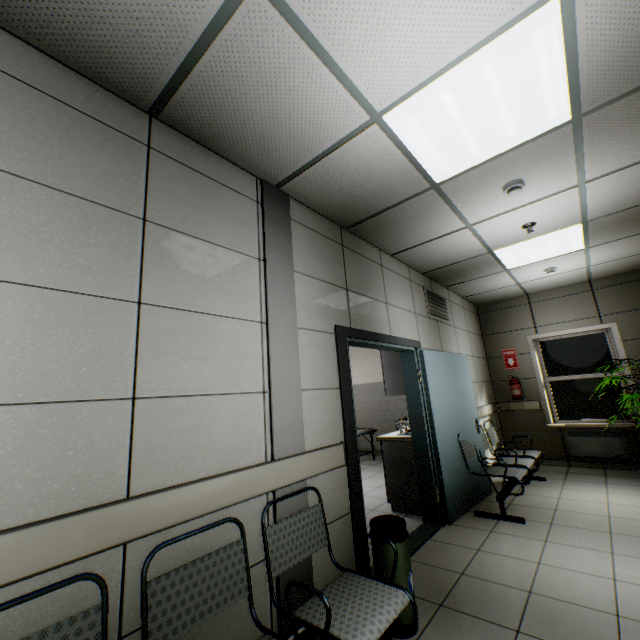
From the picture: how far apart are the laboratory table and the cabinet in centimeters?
57cm

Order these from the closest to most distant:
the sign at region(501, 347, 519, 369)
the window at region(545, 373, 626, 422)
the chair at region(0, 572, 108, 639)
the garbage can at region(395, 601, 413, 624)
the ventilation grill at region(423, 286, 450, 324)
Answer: the chair at region(0, 572, 108, 639)
the garbage can at region(395, 601, 413, 624)
the ventilation grill at region(423, 286, 450, 324)
the window at region(545, 373, 626, 422)
the sign at region(501, 347, 519, 369)

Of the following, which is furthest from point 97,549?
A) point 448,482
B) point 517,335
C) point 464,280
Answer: point 517,335

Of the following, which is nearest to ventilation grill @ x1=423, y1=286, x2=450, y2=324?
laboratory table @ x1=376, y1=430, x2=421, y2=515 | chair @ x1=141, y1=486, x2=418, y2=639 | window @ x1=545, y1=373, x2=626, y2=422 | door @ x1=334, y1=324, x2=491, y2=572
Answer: door @ x1=334, y1=324, x2=491, y2=572

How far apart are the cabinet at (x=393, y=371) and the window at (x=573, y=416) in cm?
376

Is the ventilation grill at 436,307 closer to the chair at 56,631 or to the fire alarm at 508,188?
the fire alarm at 508,188

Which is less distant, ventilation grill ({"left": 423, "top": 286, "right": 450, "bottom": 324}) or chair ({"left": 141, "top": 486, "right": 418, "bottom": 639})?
chair ({"left": 141, "top": 486, "right": 418, "bottom": 639})

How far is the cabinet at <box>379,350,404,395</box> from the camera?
4.5m
